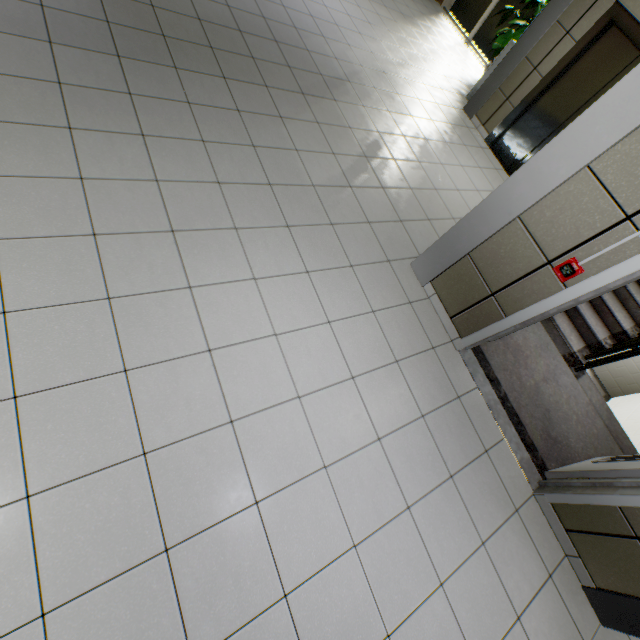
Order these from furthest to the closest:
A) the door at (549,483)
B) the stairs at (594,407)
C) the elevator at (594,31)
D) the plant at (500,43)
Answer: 1. the plant at (500,43)
2. the elevator at (594,31)
3. the stairs at (594,407)
4. the door at (549,483)

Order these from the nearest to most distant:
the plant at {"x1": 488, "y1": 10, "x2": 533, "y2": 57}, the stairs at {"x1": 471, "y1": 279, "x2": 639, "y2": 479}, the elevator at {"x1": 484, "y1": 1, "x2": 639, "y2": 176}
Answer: the stairs at {"x1": 471, "y1": 279, "x2": 639, "y2": 479}, the elevator at {"x1": 484, "y1": 1, "x2": 639, "y2": 176}, the plant at {"x1": 488, "y1": 10, "x2": 533, "y2": 57}

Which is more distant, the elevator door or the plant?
the plant

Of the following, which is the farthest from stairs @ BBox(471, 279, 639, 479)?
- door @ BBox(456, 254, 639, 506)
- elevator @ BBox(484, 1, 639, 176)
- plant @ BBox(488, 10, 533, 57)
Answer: plant @ BBox(488, 10, 533, 57)

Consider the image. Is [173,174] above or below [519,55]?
below

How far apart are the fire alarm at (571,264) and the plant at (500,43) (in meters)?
6.84

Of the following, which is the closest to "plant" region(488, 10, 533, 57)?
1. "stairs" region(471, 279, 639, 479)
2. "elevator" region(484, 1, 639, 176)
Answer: "elevator" region(484, 1, 639, 176)

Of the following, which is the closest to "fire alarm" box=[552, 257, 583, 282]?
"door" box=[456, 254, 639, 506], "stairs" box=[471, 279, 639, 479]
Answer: → "door" box=[456, 254, 639, 506]
